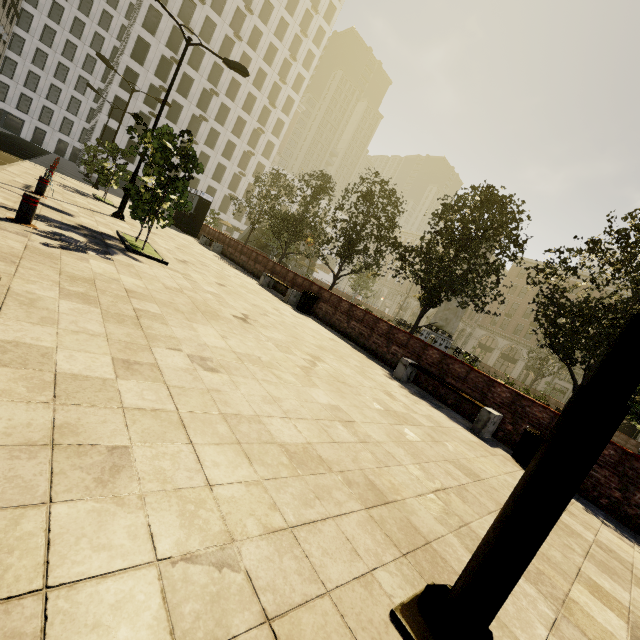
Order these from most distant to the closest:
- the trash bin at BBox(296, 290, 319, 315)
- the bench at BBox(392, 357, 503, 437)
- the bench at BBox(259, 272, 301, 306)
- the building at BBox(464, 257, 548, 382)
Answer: the building at BBox(464, 257, 548, 382) < the bench at BBox(259, 272, 301, 306) < the trash bin at BBox(296, 290, 319, 315) < the bench at BBox(392, 357, 503, 437)

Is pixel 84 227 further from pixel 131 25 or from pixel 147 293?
pixel 131 25

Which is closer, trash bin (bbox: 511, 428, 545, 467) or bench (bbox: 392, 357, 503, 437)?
trash bin (bbox: 511, 428, 545, 467)

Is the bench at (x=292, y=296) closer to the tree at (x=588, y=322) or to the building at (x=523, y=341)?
the tree at (x=588, y=322)

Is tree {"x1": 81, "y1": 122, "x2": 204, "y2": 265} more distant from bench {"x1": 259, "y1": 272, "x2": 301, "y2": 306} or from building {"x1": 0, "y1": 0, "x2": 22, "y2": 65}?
bench {"x1": 259, "y1": 272, "x2": 301, "y2": 306}

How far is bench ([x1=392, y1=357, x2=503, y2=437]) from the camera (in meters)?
7.07

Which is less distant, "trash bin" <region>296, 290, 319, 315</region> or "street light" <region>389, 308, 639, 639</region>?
"street light" <region>389, 308, 639, 639</region>
